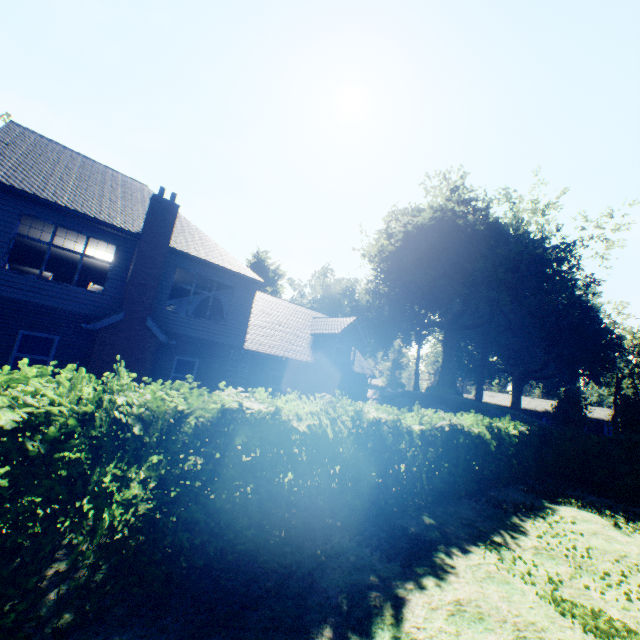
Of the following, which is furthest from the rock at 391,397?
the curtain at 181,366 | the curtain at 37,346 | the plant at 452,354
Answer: the curtain at 37,346

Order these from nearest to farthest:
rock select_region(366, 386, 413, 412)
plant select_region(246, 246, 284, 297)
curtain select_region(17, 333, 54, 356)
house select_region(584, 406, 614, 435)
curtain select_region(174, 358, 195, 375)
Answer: curtain select_region(17, 333, 54, 356)
curtain select_region(174, 358, 195, 375)
rock select_region(366, 386, 413, 412)
plant select_region(246, 246, 284, 297)
house select_region(584, 406, 614, 435)

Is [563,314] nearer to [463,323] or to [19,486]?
[463,323]

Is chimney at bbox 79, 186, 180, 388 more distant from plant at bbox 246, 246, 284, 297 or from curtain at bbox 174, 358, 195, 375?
plant at bbox 246, 246, 284, 297

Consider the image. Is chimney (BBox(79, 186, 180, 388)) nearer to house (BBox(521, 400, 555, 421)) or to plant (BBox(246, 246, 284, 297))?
plant (BBox(246, 246, 284, 297))

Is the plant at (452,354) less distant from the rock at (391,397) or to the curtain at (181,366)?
the rock at (391,397)

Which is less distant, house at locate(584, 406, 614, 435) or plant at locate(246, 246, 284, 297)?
plant at locate(246, 246, 284, 297)

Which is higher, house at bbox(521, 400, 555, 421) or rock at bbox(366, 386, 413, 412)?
house at bbox(521, 400, 555, 421)
